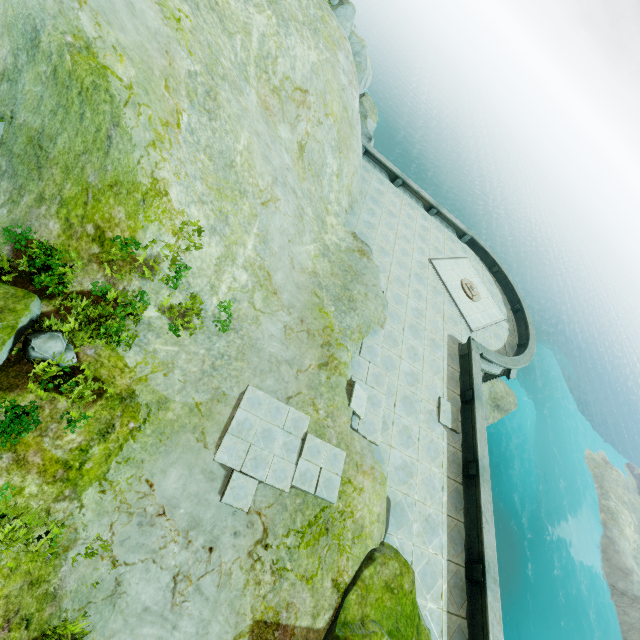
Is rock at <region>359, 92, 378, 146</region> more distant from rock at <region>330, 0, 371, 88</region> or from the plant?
the plant

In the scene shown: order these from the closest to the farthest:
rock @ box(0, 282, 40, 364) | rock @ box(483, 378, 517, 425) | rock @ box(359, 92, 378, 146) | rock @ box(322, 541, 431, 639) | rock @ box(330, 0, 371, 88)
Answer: rock @ box(0, 282, 40, 364) < rock @ box(322, 541, 431, 639) < rock @ box(330, 0, 371, 88) < rock @ box(359, 92, 378, 146) < rock @ box(483, 378, 517, 425)

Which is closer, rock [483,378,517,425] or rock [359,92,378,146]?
rock [359,92,378,146]

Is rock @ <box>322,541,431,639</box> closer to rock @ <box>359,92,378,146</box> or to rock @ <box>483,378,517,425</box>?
rock @ <box>359,92,378,146</box>

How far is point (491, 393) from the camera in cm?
3161

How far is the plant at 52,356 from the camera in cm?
670

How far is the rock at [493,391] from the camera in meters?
30.6
